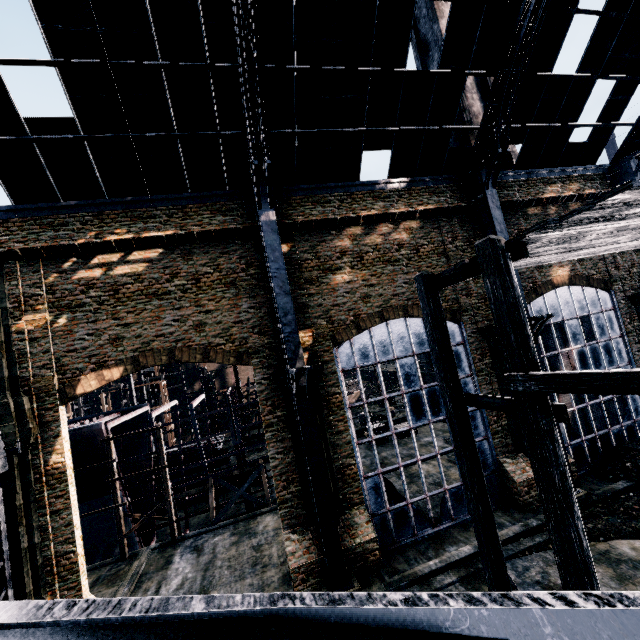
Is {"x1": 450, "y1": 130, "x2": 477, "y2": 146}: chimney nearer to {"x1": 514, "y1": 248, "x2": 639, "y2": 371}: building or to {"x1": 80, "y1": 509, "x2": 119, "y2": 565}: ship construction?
{"x1": 514, "y1": 248, "x2": 639, "y2": 371}: building

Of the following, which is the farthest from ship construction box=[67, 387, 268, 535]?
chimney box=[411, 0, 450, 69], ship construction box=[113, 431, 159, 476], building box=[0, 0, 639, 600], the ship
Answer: chimney box=[411, 0, 450, 69]

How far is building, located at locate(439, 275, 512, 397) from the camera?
18.0m

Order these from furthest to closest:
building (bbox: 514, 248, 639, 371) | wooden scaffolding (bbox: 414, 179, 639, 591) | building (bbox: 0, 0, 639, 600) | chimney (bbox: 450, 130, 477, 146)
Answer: chimney (bbox: 450, 130, 477, 146), building (bbox: 514, 248, 639, 371), building (bbox: 0, 0, 639, 600), wooden scaffolding (bbox: 414, 179, 639, 591)

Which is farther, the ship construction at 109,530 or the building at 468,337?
the ship construction at 109,530

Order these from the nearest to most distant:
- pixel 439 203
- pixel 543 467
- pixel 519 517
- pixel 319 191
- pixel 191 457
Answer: pixel 543 467, pixel 519 517, pixel 319 191, pixel 439 203, pixel 191 457
